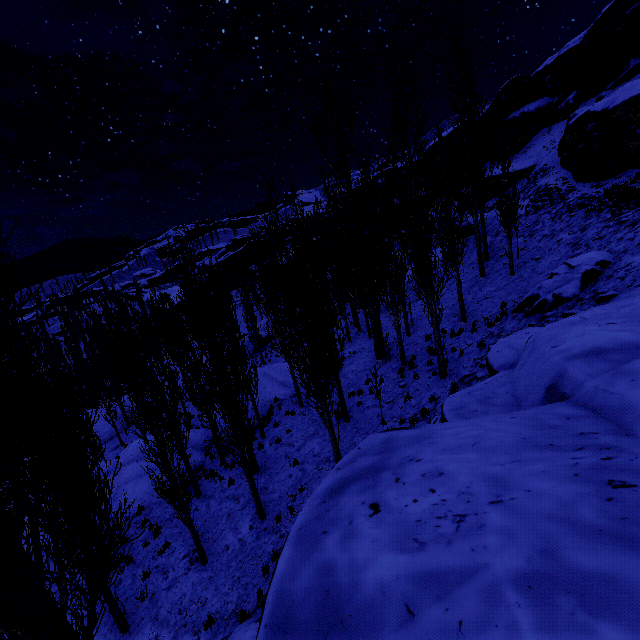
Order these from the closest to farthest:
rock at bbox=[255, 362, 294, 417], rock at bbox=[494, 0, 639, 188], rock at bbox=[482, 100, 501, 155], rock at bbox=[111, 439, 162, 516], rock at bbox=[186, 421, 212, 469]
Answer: rock at bbox=[111, 439, 162, 516] < rock at bbox=[186, 421, 212, 469] < rock at bbox=[494, 0, 639, 188] < rock at bbox=[255, 362, 294, 417] < rock at bbox=[482, 100, 501, 155]

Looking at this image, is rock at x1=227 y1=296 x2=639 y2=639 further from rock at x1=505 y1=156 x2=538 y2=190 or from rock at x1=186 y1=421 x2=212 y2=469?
rock at x1=186 y1=421 x2=212 y2=469

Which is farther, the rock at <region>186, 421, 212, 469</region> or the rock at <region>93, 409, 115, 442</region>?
the rock at <region>93, 409, 115, 442</region>

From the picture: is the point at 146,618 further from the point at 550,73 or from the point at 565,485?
the point at 550,73

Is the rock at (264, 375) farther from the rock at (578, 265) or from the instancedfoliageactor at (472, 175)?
the rock at (578, 265)

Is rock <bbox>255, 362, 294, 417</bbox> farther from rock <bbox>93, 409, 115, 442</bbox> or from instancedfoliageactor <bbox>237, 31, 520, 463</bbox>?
rock <bbox>93, 409, 115, 442</bbox>

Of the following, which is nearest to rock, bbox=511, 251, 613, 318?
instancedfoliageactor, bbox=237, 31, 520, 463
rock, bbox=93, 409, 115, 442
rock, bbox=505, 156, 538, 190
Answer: instancedfoliageactor, bbox=237, 31, 520, 463

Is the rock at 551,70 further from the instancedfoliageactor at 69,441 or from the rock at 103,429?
the rock at 103,429
